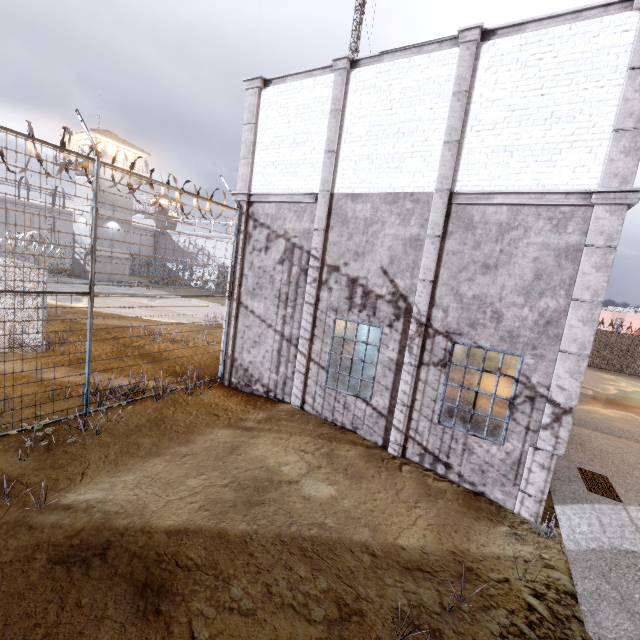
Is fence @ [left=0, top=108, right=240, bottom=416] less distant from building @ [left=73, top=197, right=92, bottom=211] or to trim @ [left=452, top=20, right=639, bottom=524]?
trim @ [left=452, top=20, right=639, bottom=524]

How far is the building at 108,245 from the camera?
Answer: 34.22m

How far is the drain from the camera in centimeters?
688cm

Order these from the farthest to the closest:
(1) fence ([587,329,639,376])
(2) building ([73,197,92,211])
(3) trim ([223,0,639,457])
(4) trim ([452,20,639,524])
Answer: (2) building ([73,197,92,211]) < (1) fence ([587,329,639,376]) < (3) trim ([223,0,639,457]) < (4) trim ([452,20,639,524])

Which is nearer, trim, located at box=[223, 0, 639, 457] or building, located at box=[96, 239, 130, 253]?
trim, located at box=[223, 0, 639, 457]

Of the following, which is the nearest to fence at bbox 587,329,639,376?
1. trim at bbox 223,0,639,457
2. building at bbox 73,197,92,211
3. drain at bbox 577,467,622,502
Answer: trim at bbox 223,0,639,457

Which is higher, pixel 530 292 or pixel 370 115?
pixel 370 115

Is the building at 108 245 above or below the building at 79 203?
below
